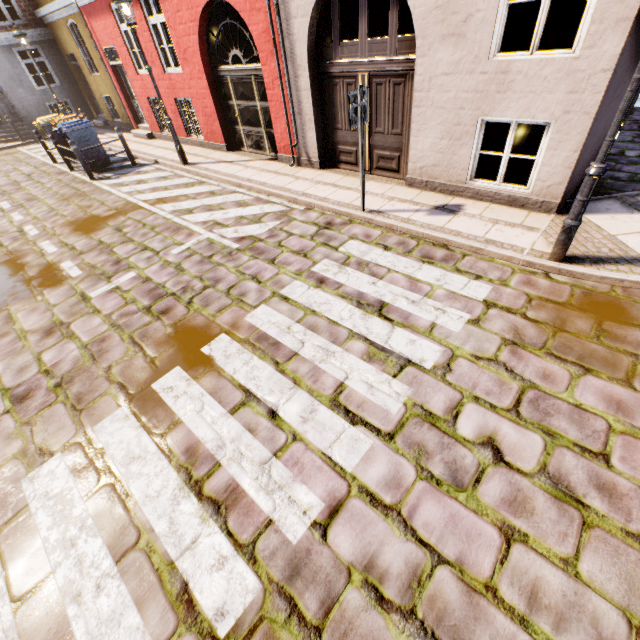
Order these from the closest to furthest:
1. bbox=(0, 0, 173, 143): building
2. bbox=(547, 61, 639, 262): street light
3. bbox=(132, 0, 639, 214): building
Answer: bbox=(547, 61, 639, 262): street light < bbox=(132, 0, 639, 214): building < bbox=(0, 0, 173, 143): building

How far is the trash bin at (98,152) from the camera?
10.2m

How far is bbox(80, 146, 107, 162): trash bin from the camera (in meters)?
10.16

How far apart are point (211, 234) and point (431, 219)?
4.2 meters

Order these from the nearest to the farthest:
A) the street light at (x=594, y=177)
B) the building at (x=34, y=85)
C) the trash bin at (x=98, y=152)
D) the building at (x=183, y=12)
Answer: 1. the street light at (x=594, y=177)
2. the building at (x=183, y=12)
3. the trash bin at (x=98, y=152)
4. the building at (x=34, y=85)

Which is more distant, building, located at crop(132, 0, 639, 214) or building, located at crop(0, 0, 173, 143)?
building, located at crop(0, 0, 173, 143)

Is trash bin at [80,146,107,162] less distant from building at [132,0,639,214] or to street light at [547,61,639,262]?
street light at [547,61,639,262]

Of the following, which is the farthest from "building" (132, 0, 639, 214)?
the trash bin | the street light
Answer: the street light
